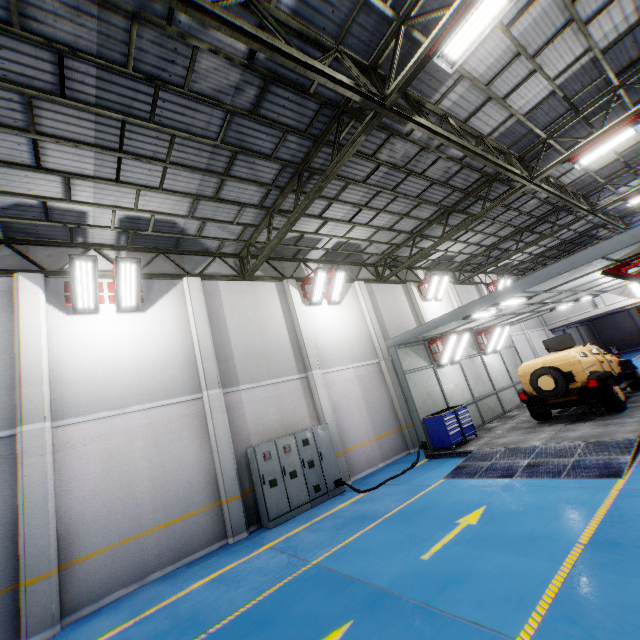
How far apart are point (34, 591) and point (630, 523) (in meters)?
10.55

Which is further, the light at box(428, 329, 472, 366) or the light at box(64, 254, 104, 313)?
the light at box(428, 329, 472, 366)

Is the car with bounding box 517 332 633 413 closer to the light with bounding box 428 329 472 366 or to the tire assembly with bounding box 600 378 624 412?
the tire assembly with bounding box 600 378 624 412

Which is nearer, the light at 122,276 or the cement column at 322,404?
the light at 122,276

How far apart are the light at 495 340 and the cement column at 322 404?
8.7m

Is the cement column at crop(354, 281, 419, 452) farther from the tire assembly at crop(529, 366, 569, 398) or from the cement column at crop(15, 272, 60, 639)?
the cement column at crop(15, 272, 60, 639)

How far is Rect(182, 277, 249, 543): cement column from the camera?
8.83m

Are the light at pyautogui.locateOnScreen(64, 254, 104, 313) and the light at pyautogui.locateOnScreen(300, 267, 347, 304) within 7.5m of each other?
yes
